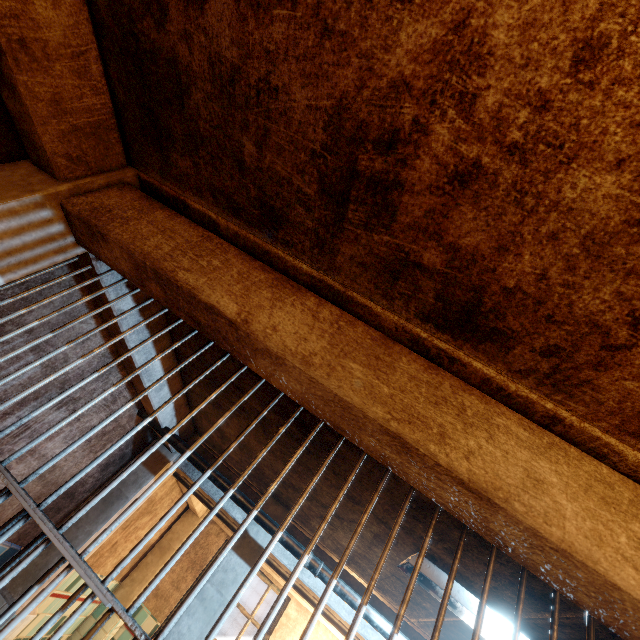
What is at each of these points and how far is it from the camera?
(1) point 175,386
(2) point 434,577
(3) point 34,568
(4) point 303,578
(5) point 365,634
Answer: Result:
(1) ceiling beam, 2.7 meters
(2) ceiling light, 1.9 meters
(3) column, 2.6 meters
(4) ceiling beam, 2.8 meters
(5) ceiling beam, 2.7 meters

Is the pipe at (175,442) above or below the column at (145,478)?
above

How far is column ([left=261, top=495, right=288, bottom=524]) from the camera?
3.1 meters

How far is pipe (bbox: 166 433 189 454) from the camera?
2.81m

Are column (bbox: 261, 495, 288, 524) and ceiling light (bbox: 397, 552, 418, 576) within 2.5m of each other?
yes

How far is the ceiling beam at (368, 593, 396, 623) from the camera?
2.8m

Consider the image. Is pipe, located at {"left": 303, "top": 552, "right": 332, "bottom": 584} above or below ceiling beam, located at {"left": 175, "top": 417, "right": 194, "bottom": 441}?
below

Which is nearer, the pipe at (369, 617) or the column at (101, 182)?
the column at (101, 182)
